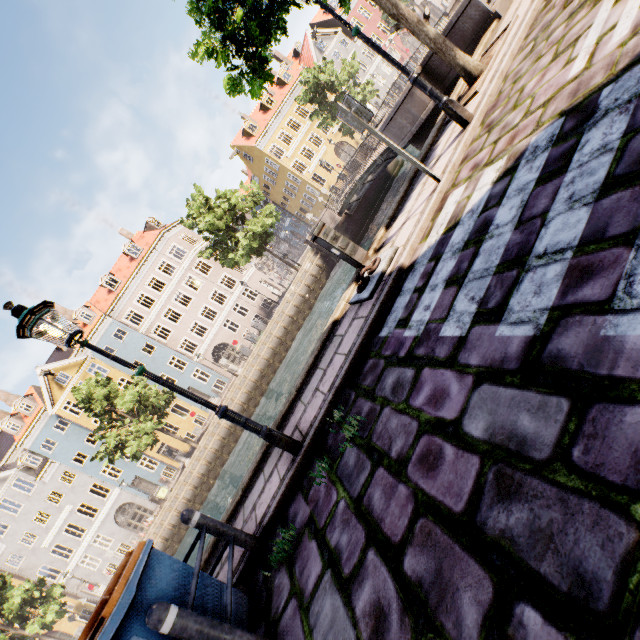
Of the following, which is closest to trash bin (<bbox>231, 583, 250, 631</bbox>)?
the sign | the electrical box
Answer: the electrical box

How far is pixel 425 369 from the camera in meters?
2.9

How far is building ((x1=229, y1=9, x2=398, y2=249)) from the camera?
37.3m

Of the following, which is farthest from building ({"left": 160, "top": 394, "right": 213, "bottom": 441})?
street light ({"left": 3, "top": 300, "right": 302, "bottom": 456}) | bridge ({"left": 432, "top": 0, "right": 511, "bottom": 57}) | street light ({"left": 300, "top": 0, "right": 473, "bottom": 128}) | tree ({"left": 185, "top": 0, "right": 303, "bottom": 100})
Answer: street light ({"left": 300, "top": 0, "right": 473, "bottom": 128})

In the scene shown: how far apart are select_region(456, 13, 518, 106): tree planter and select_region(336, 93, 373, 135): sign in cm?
272

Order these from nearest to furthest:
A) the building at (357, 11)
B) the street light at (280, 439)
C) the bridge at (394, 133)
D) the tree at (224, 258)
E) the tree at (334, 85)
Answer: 1. the street light at (280, 439)
2. the bridge at (394, 133)
3. the tree at (224, 258)
4. the tree at (334, 85)
5. the building at (357, 11)

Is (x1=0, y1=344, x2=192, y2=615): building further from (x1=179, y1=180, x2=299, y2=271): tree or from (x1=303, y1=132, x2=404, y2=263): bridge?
(x1=303, y1=132, x2=404, y2=263): bridge

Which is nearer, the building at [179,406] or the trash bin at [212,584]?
the trash bin at [212,584]
